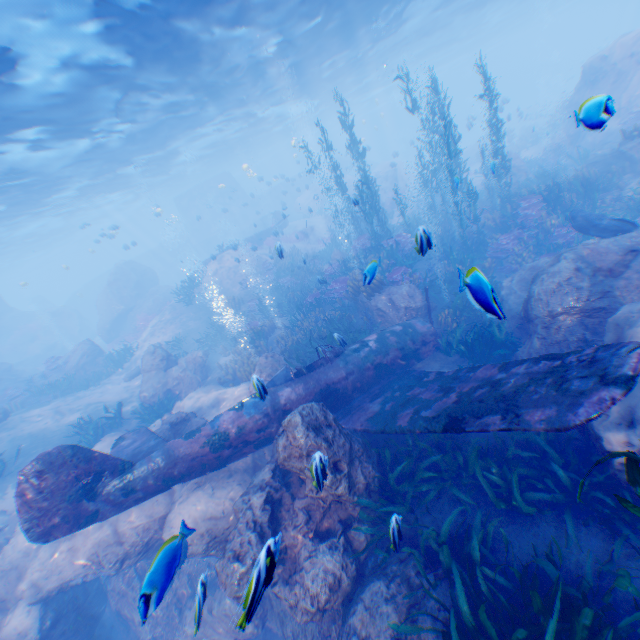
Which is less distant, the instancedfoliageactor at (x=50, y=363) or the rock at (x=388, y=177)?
the instancedfoliageactor at (x=50, y=363)

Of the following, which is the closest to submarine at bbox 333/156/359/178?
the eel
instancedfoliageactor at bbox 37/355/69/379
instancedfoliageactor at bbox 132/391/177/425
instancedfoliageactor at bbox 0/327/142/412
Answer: the eel

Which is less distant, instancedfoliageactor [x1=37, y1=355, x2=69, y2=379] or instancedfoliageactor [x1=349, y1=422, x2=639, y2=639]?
instancedfoliageactor [x1=349, y1=422, x2=639, y2=639]

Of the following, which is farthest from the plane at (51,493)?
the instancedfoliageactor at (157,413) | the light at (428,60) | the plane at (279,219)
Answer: the plane at (279,219)

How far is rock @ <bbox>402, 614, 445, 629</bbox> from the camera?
4.4m

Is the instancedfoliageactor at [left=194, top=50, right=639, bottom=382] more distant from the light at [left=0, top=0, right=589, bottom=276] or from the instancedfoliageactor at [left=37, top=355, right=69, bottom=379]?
the instancedfoliageactor at [left=37, top=355, right=69, bottom=379]

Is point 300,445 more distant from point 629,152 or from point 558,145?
point 558,145
